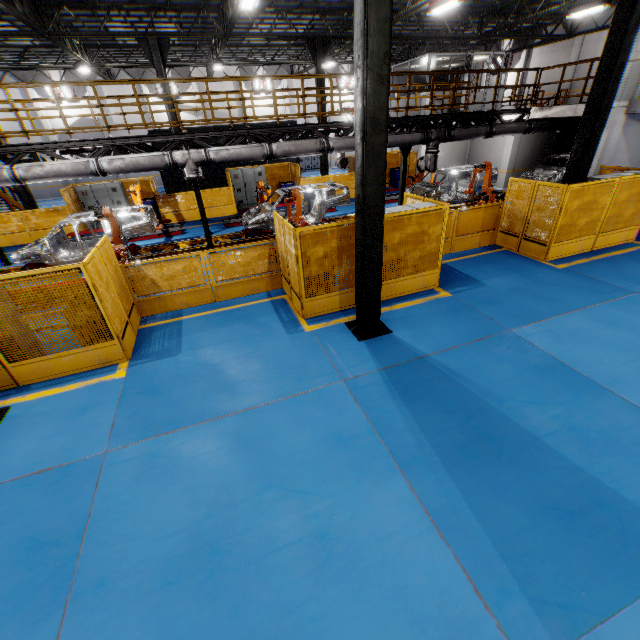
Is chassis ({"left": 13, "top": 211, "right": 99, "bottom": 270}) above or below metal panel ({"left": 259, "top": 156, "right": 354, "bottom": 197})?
below

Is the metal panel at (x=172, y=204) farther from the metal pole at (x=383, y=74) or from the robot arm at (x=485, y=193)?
the robot arm at (x=485, y=193)

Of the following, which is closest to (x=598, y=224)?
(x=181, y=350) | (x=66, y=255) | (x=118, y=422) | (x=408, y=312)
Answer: (x=408, y=312)

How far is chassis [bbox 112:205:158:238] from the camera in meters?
11.5 m

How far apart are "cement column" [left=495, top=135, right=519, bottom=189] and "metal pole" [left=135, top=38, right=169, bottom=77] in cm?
1748

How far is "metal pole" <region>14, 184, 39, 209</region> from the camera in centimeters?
1557cm

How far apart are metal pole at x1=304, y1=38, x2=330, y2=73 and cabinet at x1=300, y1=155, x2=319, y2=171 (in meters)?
14.27

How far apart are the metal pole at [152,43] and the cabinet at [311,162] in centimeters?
1743cm
